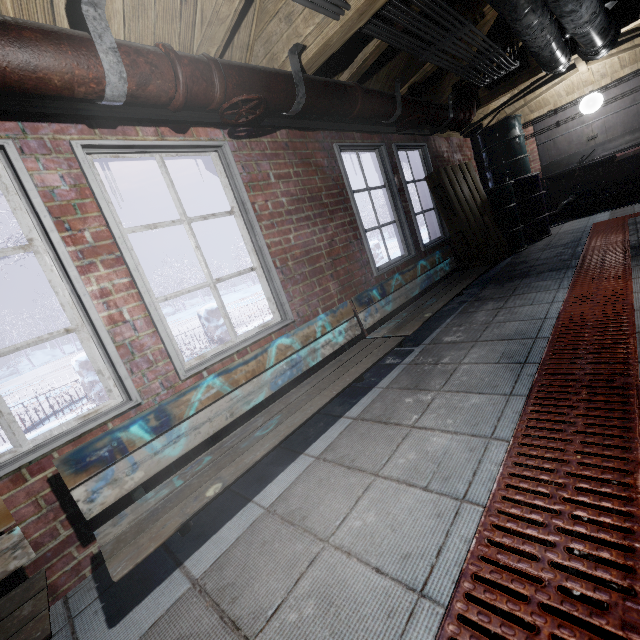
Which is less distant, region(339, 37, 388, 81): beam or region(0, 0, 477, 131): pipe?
region(0, 0, 477, 131): pipe

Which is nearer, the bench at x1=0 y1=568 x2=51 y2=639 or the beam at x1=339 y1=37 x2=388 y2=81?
the bench at x1=0 y1=568 x2=51 y2=639

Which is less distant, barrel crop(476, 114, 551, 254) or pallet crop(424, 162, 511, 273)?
pallet crop(424, 162, 511, 273)

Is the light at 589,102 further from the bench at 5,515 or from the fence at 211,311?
the bench at 5,515

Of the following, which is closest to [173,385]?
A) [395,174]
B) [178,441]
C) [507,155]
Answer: [178,441]

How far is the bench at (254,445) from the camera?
1.30m

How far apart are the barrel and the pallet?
0.8m

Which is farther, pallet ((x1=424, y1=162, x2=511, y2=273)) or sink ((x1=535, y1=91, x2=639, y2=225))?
sink ((x1=535, y1=91, x2=639, y2=225))
